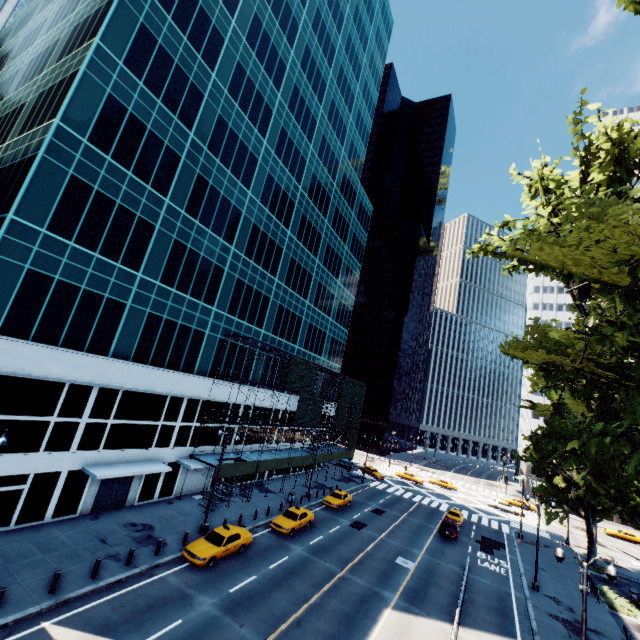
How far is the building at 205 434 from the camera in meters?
31.4

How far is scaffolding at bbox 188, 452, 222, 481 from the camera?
28.28m

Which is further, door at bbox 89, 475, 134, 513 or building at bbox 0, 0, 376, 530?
door at bbox 89, 475, 134, 513

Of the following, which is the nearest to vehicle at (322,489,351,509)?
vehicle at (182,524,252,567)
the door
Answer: vehicle at (182,524,252,567)

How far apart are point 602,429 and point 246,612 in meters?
19.8 m

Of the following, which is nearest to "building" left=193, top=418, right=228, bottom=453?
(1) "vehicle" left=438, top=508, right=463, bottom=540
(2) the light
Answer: (1) "vehicle" left=438, top=508, right=463, bottom=540

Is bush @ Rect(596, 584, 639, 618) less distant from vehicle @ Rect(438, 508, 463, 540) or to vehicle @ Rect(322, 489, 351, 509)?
vehicle @ Rect(438, 508, 463, 540)

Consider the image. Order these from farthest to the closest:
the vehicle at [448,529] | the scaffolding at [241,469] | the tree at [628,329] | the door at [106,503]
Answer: the vehicle at [448,529]
the scaffolding at [241,469]
the door at [106,503]
the tree at [628,329]
